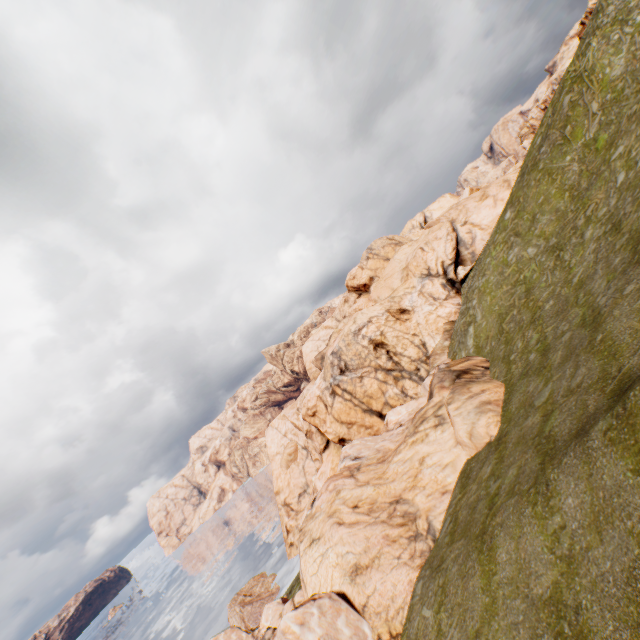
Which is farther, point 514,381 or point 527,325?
point 527,325

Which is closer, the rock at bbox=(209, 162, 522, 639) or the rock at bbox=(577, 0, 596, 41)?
the rock at bbox=(209, 162, 522, 639)

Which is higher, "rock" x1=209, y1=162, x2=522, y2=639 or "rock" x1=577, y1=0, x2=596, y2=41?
"rock" x1=577, y1=0, x2=596, y2=41

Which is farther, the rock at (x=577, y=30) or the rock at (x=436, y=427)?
the rock at (x=577, y=30)

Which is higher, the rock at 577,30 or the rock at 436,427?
the rock at 577,30
